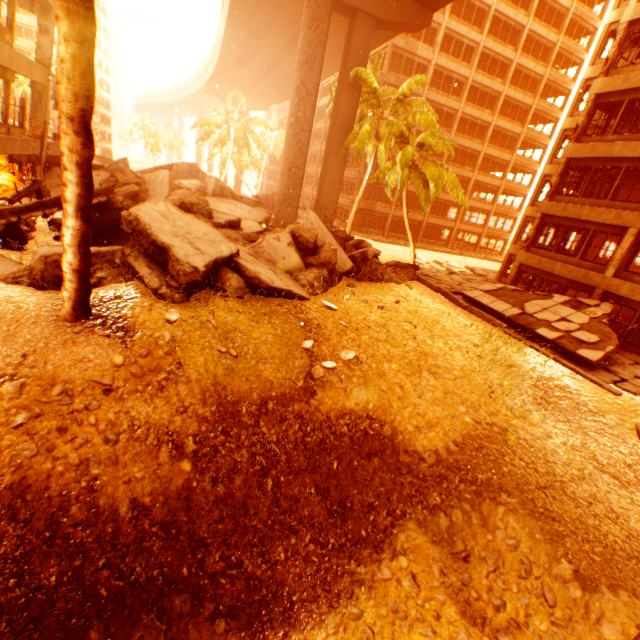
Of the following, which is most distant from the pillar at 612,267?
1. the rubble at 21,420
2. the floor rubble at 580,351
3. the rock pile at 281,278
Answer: the rubble at 21,420

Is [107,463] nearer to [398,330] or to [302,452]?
[302,452]

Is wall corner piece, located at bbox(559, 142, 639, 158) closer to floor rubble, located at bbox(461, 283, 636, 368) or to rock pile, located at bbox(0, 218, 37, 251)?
floor rubble, located at bbox(461, 283, 636, 368)

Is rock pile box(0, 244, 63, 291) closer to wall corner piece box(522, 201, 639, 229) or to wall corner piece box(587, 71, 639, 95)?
wall corner piece box(587, 71, 639, 95)

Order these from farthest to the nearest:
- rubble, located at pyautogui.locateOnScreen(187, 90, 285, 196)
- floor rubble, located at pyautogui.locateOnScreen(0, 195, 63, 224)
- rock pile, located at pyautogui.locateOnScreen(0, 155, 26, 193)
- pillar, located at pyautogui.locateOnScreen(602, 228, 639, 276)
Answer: rubble, located at pyautogui.locateOnScreen(187, 90, 285, 196) < rock pile, located at pyautogui.locateOnScreen(0, 155, 26, 193) < pillar, located at pyautogui.locateOnScreen(602, 228, 639, 276) < floor rubble, located at pyautogui.locateOnScreen(0, 195, 63, 224)

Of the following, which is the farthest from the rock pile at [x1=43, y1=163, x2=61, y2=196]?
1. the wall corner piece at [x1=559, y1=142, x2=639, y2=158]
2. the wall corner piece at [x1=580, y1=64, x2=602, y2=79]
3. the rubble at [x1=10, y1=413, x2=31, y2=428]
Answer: the wall corner piece at [x1=580, y1=64, x2=602, y2=79]

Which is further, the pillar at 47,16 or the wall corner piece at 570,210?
the wall corner piece at 570,210

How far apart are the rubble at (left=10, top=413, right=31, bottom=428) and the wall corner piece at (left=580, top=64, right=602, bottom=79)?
31.4m
